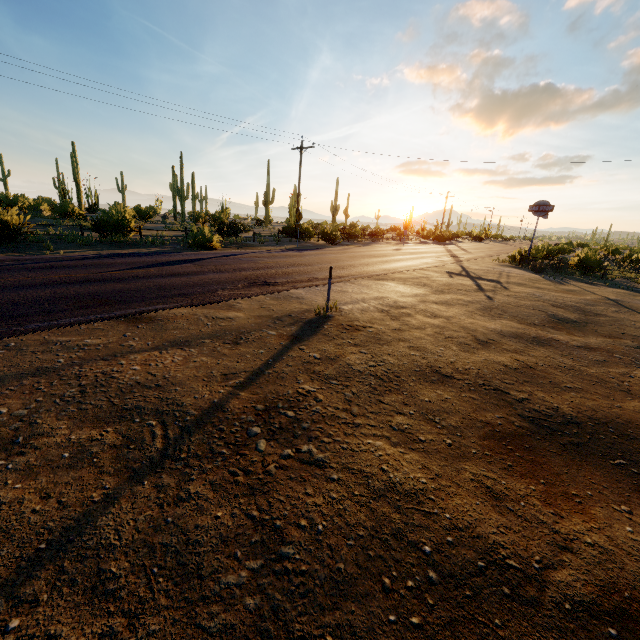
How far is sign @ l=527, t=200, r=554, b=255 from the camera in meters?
23.4 m

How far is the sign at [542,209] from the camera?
23.39m

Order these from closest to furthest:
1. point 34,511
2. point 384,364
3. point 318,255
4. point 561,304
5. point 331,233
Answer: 1. point 34,511
2. point 384,364
3. point 561,304
4. point 318,255
5. point 331,233
